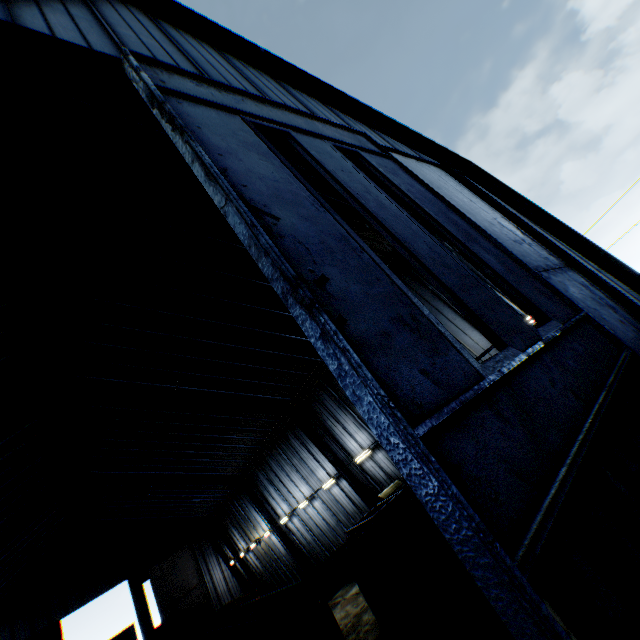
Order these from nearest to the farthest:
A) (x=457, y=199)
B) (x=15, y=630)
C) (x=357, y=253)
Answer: (x=357, y=253) → (x=457, y=199) → (x=15, y=630)

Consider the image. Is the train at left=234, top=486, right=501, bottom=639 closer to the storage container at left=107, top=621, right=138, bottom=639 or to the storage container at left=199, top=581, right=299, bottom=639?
the storage container at left=199, top=581, right=299, bottom=639

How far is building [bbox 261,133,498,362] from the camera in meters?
10.2

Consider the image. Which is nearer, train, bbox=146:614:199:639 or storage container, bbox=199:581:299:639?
storage container, bbox=199:581:299:639

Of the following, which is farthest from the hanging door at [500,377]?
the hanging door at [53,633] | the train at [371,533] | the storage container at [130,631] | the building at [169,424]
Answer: the hanging door at [53,633]

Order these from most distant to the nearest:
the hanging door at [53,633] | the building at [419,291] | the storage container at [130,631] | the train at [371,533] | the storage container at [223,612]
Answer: the hanging door at [53,633]
the storage container at [130,631]
the storage container at [223,612]
the building at [419,291]
the train at [371,533]

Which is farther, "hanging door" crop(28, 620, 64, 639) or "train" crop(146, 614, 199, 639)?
"hanging door" crop(28, 620, 64, 639)

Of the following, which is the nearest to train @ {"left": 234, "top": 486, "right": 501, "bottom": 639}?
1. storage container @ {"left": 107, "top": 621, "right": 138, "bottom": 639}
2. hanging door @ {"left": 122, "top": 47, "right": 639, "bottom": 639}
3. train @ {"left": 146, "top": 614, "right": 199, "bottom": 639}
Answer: hanging door @ {"left": 122, "top": 47, "right": 639, "bottom": 639}
